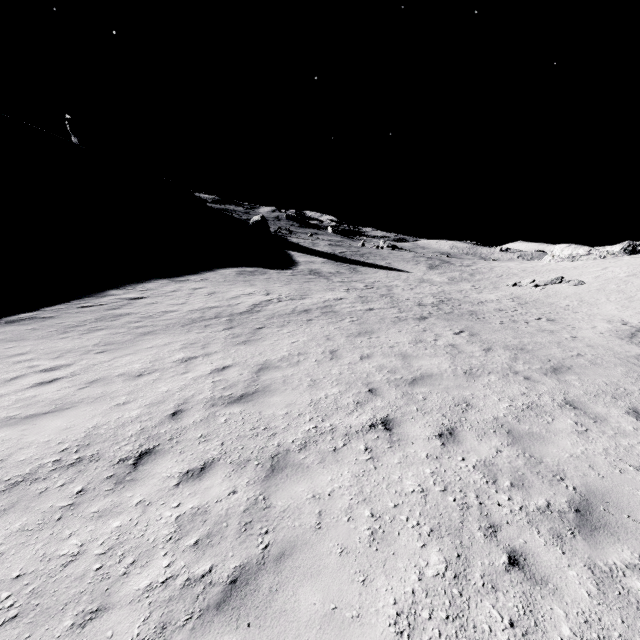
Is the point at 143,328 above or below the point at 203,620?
below
